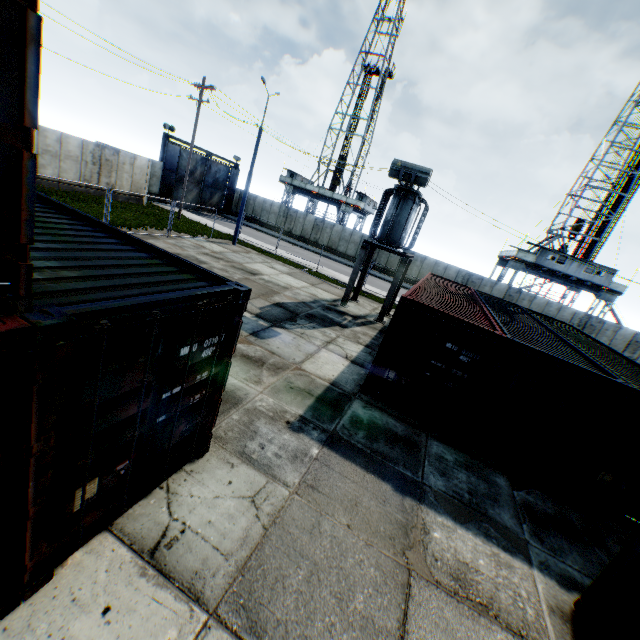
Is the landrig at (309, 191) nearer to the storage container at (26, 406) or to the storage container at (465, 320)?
the storage container at (465, 320)

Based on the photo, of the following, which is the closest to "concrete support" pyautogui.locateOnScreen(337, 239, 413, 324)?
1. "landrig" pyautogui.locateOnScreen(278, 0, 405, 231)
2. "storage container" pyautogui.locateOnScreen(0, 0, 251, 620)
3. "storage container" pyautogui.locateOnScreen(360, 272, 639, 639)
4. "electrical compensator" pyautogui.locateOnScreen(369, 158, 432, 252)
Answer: "electrical compensator" pyautogui.locateOnScreen(369, 158, 432, 252)

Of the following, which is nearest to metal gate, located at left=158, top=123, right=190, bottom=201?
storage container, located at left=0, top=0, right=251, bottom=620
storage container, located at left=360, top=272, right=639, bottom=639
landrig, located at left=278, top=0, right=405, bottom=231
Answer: landrig, located at left=278, top=0, right=405, bottom=231

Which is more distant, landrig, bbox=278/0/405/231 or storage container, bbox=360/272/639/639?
landrig, bbox=278/0/405/231

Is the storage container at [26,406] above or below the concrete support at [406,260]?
below

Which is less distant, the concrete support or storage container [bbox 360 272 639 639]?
storage container [bbox 360 272 639 639]

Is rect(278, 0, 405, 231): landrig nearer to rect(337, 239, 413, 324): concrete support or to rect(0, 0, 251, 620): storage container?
rect(337, 239, 413, 324): concrete support

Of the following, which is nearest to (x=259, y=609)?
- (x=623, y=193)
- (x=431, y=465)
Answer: (x=431, y=465)
